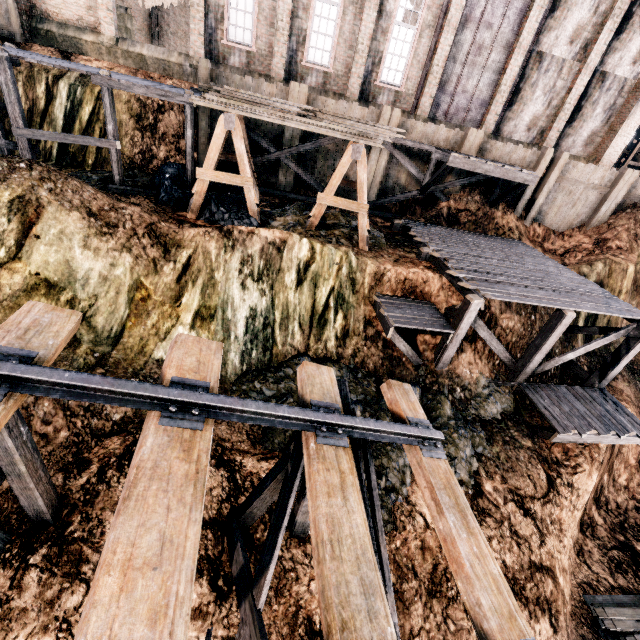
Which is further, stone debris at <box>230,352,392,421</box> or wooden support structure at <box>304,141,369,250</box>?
wooden support structure at <box>304,141,369,250</box>

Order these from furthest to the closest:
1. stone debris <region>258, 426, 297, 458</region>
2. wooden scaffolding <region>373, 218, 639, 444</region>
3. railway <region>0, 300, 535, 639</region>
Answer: wooden scaffolding <region>373, 218, 639, 444</region>
stone debris <region>258, 426, 297, 458</region>
railway <region>0, 300, 535, 639</region>

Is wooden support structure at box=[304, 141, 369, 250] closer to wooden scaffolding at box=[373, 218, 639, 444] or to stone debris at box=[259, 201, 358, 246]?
stone debris at box=[259, 201, 358, 246]

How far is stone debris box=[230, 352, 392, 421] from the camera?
10.20m

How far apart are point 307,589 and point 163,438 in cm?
622

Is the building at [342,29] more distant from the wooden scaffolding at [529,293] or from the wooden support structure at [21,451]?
the wooden support structure at [21,451]

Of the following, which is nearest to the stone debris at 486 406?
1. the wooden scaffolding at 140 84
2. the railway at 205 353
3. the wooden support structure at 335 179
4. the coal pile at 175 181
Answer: the railway at 205 353

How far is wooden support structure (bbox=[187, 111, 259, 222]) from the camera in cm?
1181
